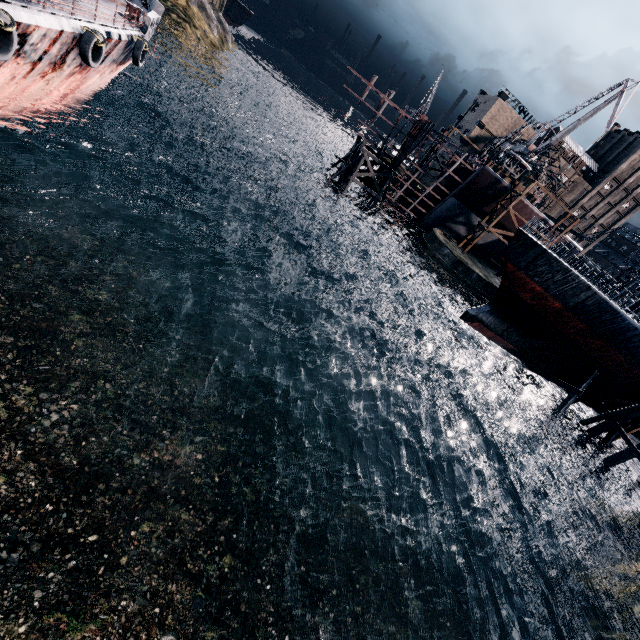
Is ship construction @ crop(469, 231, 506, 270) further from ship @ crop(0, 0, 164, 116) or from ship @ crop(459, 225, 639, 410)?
ship @ crop(0, 0, 164, 116)

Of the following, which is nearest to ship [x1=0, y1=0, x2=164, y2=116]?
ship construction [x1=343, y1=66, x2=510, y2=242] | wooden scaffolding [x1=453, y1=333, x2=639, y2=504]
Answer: ship construction [x1=343, y1=66, x2=510, y2=242]

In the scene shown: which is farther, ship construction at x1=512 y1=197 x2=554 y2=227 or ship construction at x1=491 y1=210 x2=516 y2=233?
ship construction at x1=491 y1=210 x2=516 y2=233

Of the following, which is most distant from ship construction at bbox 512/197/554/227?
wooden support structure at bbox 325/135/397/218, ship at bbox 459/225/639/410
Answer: ship at bbox 459/225/639/410

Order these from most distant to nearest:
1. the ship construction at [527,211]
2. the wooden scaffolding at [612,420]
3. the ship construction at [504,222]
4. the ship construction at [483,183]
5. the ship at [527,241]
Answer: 1. the ship construction at [504,222]
2. the ship construction at [527,211]
3. the ship construction at [483,183]
4. the wooden scaffolding at [612,420]
5. the ship at [527,241]

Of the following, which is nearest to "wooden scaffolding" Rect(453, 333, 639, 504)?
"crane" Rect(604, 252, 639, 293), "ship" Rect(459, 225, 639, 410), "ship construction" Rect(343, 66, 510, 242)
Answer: "ship" Rect(459, 225, 639, 410)

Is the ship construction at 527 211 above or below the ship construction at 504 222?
above

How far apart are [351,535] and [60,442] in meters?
13.6 m
